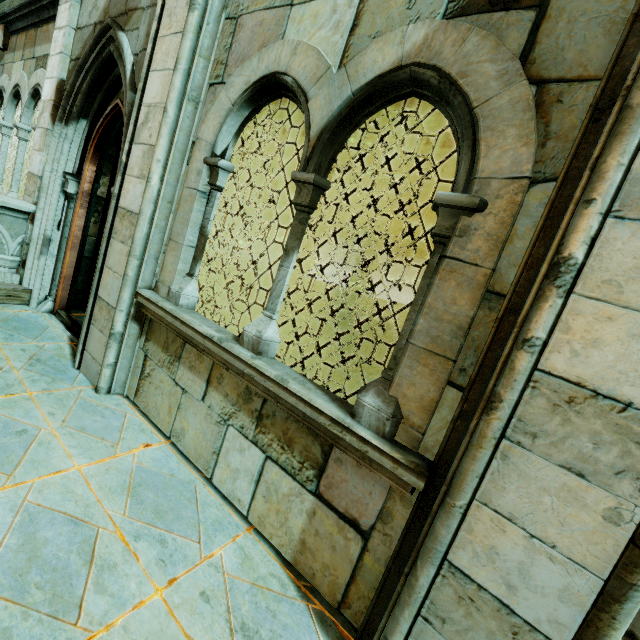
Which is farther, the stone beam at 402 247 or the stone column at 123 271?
the stone beam at 402 247

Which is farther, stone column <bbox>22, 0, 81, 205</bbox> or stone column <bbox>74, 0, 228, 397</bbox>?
stone column <bbox>22, 0, 81, 205</bbox>

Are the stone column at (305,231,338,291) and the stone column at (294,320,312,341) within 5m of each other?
no

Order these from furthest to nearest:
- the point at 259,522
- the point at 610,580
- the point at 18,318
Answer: the point at 18,318 → the point at 259,522 → the point at 610,580

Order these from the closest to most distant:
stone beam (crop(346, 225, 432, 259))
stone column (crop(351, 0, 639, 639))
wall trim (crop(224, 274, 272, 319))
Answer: stone column (crop(351, 0, 639, 639)), wall trim (crop(224, 274, 272, 319)), stone beam (crop(346, 225, 432, 259))

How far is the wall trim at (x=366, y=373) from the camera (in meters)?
6.84

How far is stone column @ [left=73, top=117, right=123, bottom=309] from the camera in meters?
4.4 m

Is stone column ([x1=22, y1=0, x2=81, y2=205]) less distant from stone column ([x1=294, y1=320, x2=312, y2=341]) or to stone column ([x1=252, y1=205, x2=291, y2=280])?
stone column ([x1=294, y1=320, x2=312, y2=341])
